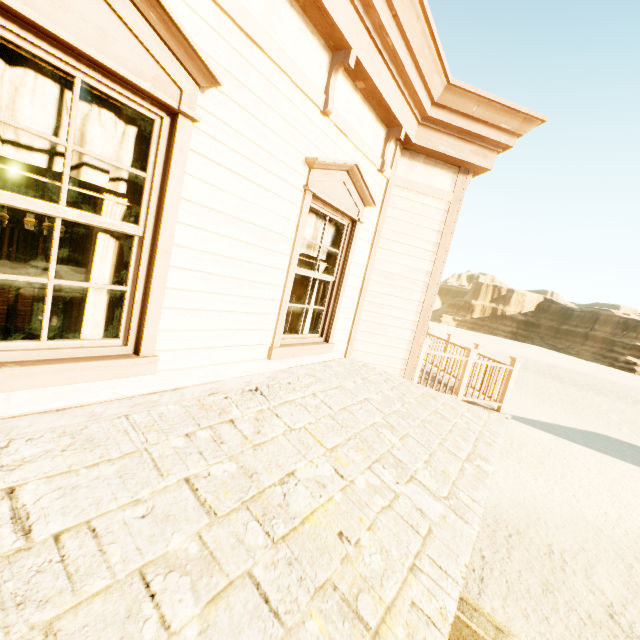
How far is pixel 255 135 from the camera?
2.6m

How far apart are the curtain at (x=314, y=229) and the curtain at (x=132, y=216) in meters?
1.5 m

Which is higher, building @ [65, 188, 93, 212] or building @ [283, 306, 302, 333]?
building @ [65, 188, 93, 212]

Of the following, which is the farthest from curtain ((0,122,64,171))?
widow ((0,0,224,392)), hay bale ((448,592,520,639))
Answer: hay bale ((448,592,520,639))

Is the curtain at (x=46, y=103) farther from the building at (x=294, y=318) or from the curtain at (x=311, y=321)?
the curtain at (x=311, y=321)

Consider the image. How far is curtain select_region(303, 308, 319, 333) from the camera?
4.3 meters

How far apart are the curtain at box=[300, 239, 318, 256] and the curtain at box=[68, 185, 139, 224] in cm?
150

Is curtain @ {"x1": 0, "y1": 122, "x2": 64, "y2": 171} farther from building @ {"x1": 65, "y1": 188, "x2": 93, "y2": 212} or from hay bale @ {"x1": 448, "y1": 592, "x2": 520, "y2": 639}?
hay bale @ {"x1": 448, "y1": 592, "x2": 520, "y2": 639}
